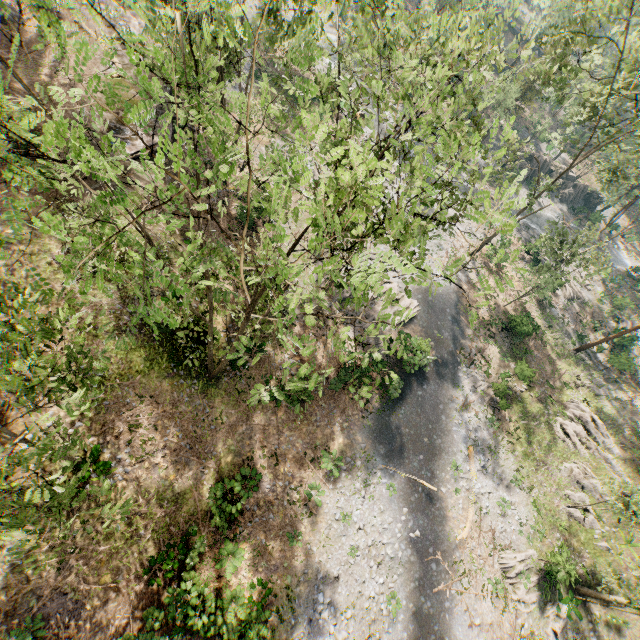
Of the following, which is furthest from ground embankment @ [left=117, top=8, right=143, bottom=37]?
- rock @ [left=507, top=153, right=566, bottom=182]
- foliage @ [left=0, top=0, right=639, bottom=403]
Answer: rock @ [left=507, top=153, right=566, bottom=182]

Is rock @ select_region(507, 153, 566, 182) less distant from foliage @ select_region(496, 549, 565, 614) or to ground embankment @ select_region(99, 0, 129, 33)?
foliage @ select_region(496, 549, 565, 614)

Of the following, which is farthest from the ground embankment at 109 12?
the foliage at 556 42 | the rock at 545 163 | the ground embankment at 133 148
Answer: the rock at 545 163

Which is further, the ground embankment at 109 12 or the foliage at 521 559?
the ground embankment at 109 12

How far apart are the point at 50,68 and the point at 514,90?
48.0 meters

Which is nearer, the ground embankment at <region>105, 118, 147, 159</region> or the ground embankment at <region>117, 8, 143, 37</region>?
the ground embankment at <region>105, 118, 147, 159</region>
